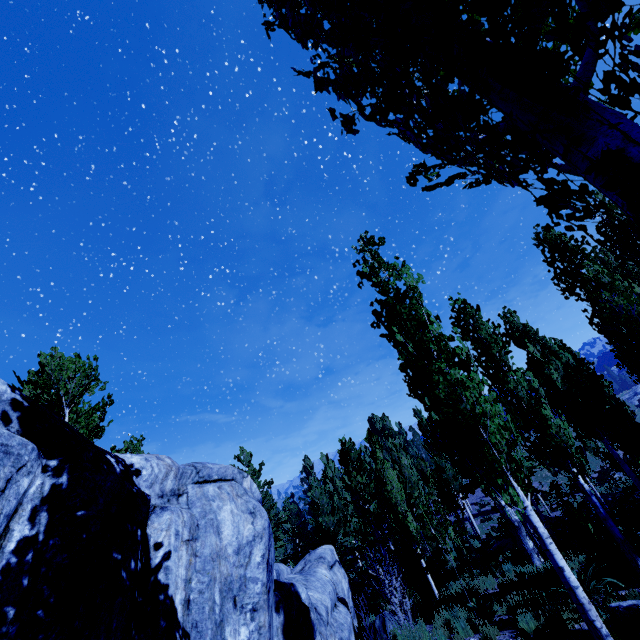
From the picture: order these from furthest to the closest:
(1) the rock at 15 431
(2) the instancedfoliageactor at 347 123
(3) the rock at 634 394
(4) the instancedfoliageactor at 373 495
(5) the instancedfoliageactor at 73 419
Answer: (3) the rock at 634 394
(5) the instancedfoliageactor at 73 419
(4) the instancedfoliageactor at 373 495
(1) the rock at 15 431
(2) the instancedfoliageactor at 347 123

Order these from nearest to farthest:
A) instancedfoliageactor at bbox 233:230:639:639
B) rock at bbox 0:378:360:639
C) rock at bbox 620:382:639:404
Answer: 1. rock at bbox 0:378:360:639
2. instancedfoliageactor at bbox 233:230:639:639
3. rock at bbox 620:382:639:404

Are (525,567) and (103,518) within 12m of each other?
no

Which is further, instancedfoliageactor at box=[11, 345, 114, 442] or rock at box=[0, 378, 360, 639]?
instancedfoliageactor at box=[11, 345, 114, 442]

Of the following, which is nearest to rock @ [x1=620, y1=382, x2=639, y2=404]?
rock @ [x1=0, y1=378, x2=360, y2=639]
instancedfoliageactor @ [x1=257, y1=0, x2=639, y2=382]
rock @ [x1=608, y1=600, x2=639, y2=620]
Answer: instancedfoliageactor @ [x1=257, y1=0, x2=639, y2=382]

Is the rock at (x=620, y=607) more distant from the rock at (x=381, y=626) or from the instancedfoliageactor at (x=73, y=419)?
the rock at (x=381, y=626)
